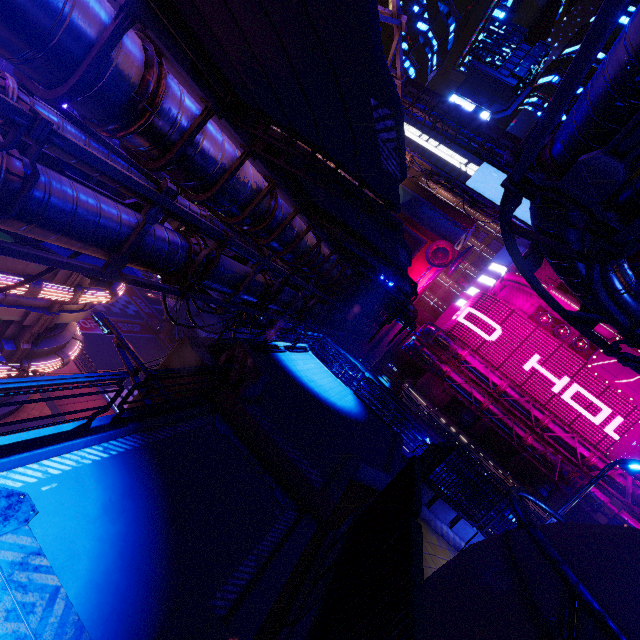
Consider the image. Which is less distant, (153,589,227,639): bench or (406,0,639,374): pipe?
(153,589,227,639): bench

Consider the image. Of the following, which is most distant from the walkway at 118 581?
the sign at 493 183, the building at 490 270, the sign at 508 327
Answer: the sign at 493 183

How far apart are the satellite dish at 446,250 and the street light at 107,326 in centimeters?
4410cm

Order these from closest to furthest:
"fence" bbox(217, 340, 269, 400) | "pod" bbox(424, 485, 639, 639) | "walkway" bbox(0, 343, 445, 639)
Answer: "pod" bbox(424, 485, 639, 639), "walkway" bbox(0, 343, 445, 639), "fence" bbox(217, 340, 269, 400)

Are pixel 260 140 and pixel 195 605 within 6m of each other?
no

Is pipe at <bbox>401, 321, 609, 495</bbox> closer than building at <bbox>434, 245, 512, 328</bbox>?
Yes

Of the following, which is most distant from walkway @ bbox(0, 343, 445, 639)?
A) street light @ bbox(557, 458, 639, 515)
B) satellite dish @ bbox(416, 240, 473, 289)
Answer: Answer: satellite dish @ bbox(416, 240, 473, 289)
